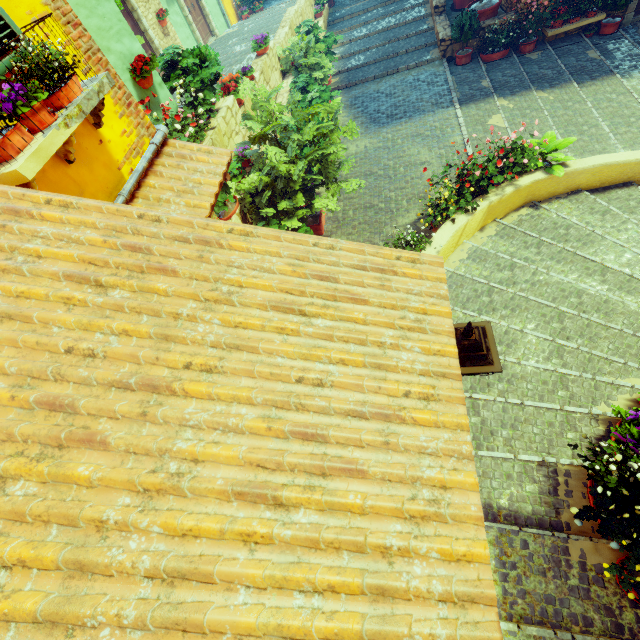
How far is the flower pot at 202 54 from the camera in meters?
5.8 m

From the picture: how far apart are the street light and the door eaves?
2.0m

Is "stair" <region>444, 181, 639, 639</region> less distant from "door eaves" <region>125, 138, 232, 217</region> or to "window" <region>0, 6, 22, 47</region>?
"door eaves" <region>125, 138, 232, 217</region>

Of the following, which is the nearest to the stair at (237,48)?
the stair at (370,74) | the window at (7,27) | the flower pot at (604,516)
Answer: the stair at (370,74)

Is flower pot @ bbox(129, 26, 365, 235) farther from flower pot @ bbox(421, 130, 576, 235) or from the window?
the window

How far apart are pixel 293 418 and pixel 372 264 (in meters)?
1.18

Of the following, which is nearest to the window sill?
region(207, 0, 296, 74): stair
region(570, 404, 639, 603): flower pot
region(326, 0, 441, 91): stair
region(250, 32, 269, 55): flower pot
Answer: region(326, 0, 441, 91): stair

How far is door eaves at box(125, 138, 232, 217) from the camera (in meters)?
3.77
